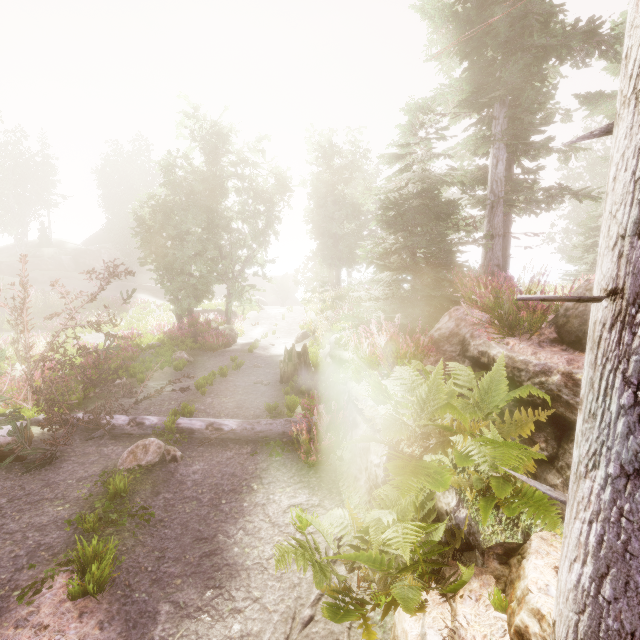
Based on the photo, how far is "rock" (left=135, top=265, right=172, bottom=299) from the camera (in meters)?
34.22

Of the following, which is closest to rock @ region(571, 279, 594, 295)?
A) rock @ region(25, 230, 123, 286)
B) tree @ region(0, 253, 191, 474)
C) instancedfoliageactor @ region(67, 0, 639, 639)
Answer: instancedfoliageactor @ region(67, 0, 639, 639)

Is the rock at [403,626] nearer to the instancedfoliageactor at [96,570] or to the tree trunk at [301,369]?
the instancedfoliageactor at [96,570]

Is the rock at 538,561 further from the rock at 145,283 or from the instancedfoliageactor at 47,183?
the rock at 145,283

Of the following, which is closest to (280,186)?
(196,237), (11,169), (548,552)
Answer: (196,237)

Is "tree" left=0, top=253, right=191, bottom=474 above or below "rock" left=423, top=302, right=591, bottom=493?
below

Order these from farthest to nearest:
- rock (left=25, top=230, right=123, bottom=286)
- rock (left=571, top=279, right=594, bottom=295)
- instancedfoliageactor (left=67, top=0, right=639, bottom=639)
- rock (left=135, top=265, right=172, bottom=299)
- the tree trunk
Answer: rock (left=135, top=265, right=172, bottom=299)
rock (left=25, top=230, right=123, bottom=286)
the tree trunk
rock (left=571, top=279, right=594, bottom=295)
instancedfoliageactor (left=67, top=0, right=639, bottom=639)

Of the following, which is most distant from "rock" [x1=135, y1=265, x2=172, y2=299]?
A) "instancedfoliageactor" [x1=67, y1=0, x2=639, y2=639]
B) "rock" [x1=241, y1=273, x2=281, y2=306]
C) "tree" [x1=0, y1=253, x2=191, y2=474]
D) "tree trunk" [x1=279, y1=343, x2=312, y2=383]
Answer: "tree trunk" [x1=279, y1=343, x2=312, y2=383]
